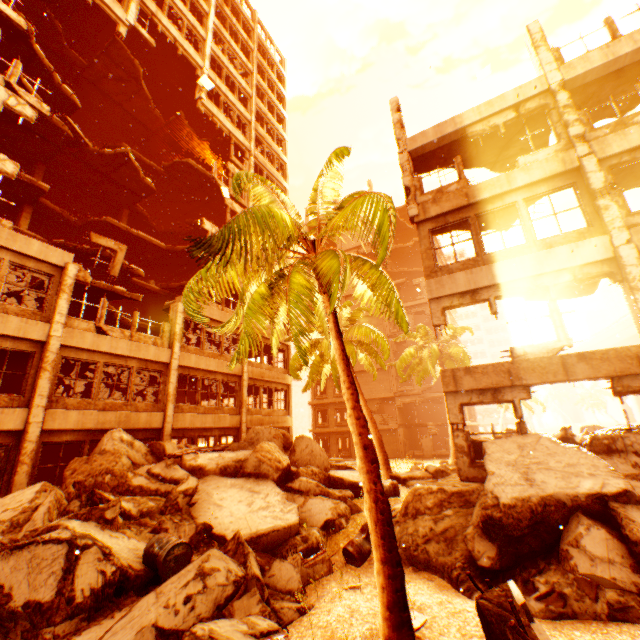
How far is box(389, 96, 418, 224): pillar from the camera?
11.7m

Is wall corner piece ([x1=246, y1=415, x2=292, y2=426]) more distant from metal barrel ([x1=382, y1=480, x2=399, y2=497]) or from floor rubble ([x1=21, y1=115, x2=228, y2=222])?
metal barrel ([x1=382, y1=480, x2=399, y2=497])

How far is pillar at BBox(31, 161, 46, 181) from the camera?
18.62m

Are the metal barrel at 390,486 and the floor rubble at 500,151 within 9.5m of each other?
no

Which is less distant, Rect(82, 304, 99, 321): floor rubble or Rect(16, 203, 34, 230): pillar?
Rect(82, 304, 99, 321): floor rubble

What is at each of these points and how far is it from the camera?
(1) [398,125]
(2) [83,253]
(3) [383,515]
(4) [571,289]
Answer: (1) pillar, 13.00m
(2) floor rubble, 16.81m
(3) rubble, 4.50m
(4) floor rubble, 10.97m

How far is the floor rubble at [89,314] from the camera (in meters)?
16.19

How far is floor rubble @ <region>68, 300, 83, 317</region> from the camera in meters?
15.9 m
